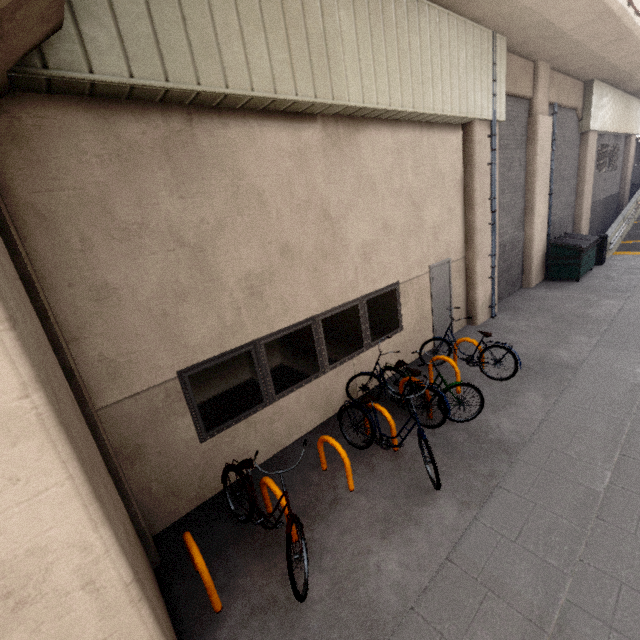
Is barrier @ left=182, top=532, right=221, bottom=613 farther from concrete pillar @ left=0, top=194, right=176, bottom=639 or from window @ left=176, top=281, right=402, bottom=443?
window @ left=176, top=281, right=402, bottom=443

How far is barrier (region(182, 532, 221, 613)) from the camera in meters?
3.2

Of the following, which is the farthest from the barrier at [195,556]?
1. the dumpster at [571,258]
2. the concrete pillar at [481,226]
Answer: the dumpster at [571,258]

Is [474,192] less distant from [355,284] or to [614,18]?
[355,284]

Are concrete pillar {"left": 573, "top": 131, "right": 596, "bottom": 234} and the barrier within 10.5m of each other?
no

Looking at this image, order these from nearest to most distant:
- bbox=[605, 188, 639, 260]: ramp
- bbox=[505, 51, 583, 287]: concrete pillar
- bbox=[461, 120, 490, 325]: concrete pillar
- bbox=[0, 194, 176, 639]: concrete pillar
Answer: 1. bbox=[0, 194, 176, 639]: concrete pillar
2. bbox=[461, 120, 490, 325]: concrete pillar
3. bbox=[505, 51, 583, 287]: concrete pillar
4. bbox=[605, 188, 639, 260]: ramp

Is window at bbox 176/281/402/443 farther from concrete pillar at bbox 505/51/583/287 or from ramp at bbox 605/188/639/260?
ramp at bbox 605/188/639/260

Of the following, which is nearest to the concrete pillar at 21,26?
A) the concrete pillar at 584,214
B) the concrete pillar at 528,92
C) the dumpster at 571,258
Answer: the concrete pillar at 528,92
